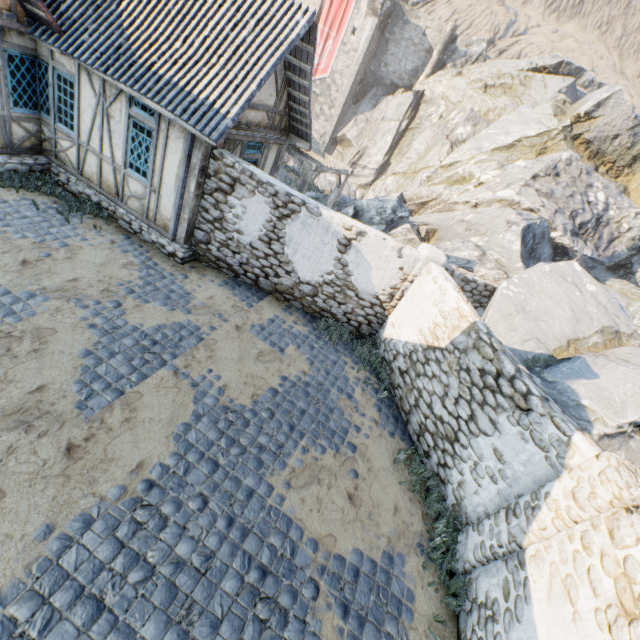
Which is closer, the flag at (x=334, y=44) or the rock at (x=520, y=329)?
the rock at (x=520, y=329)

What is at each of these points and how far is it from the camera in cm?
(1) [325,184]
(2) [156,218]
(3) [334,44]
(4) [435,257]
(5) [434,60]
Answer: (1) rock, 2122
(2) building, 862
(3) flag, 3322
(4) stone column, 812
(5) chimney, 3266

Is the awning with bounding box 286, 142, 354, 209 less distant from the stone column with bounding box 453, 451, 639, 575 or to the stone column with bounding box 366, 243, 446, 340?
the stone column with bounding box 366, 243, 446, 340

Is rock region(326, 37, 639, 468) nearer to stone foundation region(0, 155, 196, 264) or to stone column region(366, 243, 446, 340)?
stone column region(366, 243, 446, 340)

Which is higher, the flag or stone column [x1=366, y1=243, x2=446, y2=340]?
the flag

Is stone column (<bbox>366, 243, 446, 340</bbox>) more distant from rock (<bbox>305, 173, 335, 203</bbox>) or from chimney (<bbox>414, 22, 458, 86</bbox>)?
chimney (<bbox>414, 22, 458, 86</bbox>)

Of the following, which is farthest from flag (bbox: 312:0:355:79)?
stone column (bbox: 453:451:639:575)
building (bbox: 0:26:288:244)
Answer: stone column (bbox: 453:451:639:575)

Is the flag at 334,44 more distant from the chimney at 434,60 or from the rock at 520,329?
the chimney at 434,60
